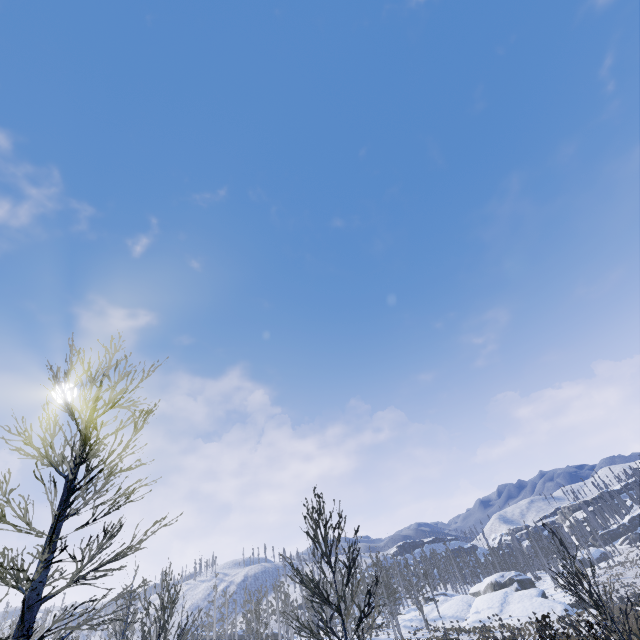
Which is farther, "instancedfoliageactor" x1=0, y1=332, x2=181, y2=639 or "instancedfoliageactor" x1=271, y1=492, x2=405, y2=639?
"instancedfoliageactor" x1=271, y1=492, x2=405, y2=639

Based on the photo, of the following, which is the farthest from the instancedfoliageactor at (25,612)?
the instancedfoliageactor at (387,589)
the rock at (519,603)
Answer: the rock at (519,603)

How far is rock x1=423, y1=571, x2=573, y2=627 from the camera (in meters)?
39.25

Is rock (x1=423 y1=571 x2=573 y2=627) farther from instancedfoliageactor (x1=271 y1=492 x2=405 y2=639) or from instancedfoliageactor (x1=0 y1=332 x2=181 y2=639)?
instancedfoliageactor (x1=0 y1=332 x2=181 y2=639)

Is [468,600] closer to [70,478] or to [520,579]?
[520,579]

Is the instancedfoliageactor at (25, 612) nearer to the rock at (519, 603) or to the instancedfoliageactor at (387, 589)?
the instancedfoliageactor at (387, 589)

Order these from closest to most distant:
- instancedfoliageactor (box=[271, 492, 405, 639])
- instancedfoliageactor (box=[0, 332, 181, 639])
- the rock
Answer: instancedfoliageactor (box=[0, 332, 181, 639]) < instancedfoliageactor (box=[271, 492, 405, 639]) < the rock
